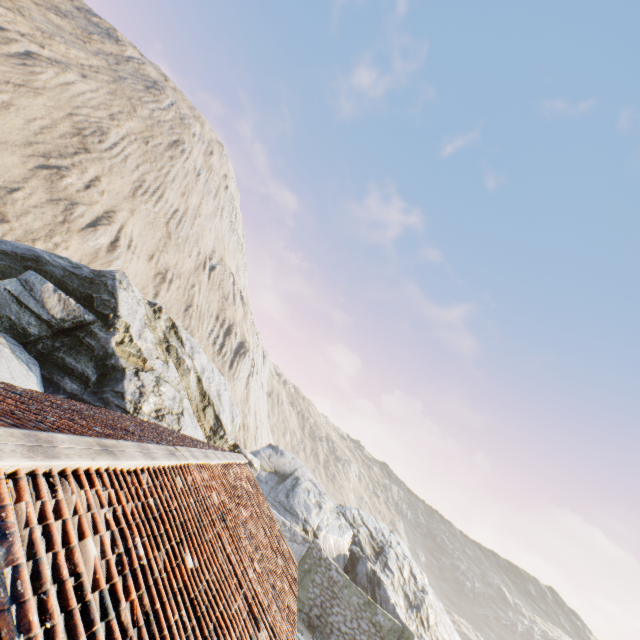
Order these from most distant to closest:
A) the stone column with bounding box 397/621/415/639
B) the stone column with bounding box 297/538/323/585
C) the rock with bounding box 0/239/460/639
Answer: the stone column with bounding box 297/538/323/585
the stone column with bounding box 397/621/415/639
the rock with bounding box 0/239/460/639

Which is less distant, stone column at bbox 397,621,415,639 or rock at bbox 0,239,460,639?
rock at bbox 0,239,460,639

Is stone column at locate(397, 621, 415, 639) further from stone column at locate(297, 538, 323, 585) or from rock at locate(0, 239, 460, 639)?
stone column at locate(297, 538, 323, 585)

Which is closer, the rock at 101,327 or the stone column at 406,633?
the rock at 101,327

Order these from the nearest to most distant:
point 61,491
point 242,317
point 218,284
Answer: point 61,491 → point 218,284 → point 242,317

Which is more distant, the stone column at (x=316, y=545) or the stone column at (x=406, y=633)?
the stone column at (x=316, y=545)

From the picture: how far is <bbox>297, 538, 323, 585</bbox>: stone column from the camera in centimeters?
1794cm

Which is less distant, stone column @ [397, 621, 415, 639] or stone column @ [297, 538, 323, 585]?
stone column @ [397, 621, 415, 639]
